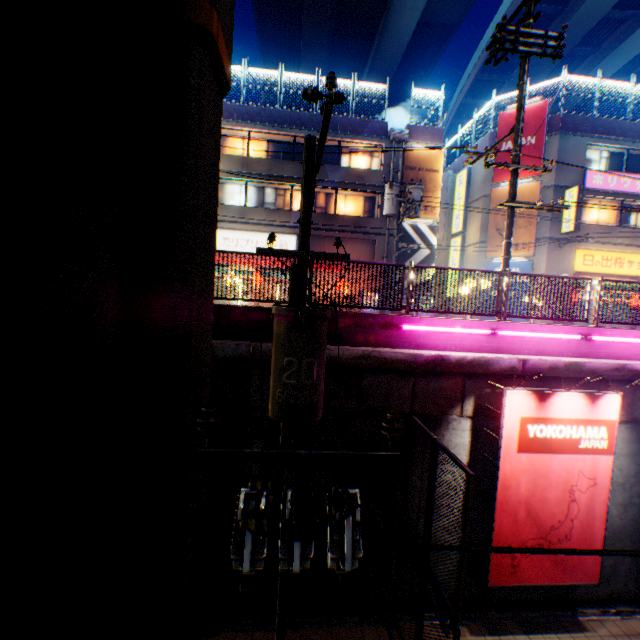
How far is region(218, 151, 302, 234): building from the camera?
19.58m

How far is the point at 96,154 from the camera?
3.9 meters

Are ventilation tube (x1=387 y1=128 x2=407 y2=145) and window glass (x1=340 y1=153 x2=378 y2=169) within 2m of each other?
yes

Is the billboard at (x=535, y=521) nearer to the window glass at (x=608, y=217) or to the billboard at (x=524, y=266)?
the billboard at (x=524, y=266)

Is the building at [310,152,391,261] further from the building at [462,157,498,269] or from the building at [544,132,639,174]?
the building at [544,132,639,174]

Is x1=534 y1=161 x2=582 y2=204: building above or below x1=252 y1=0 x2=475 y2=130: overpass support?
below

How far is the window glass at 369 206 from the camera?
21.3m

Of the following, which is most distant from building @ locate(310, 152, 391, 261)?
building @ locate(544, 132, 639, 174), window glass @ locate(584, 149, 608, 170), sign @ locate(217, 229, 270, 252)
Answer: window glass @ locate(584, 149, 608, 170)
